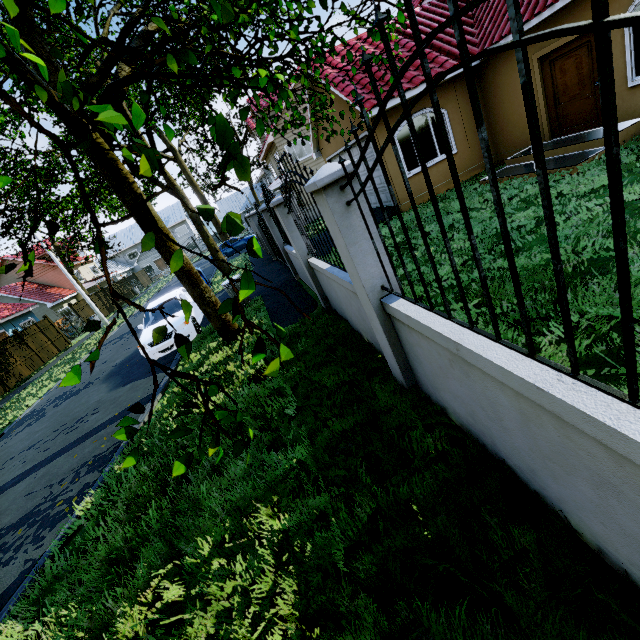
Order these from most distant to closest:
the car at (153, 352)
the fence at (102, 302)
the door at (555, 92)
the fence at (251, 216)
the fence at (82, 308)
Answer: the fence at (102, 302) < the fence at (82, 308) < the fence at (251, 216) < the car at (153, 352) < the door at (555, 92)

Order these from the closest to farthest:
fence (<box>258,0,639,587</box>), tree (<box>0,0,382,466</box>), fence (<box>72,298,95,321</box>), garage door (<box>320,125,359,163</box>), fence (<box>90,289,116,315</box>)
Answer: fence (<box>258,0,639,587</box>), tree (<box>0,0,382,466</box>), garage door (<box>320,125,359,163</box>), fence (<box>72,298,95,321</box>), fence (<box>90,289,116,315</box>)

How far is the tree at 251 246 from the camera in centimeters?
107cm

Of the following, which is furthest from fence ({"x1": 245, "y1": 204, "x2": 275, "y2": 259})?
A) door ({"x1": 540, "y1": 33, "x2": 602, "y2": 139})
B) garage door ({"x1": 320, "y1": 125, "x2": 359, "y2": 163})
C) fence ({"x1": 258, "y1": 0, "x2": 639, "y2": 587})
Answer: door ({"x1": 540, "y1": 33, "x2": 602, "y2": 139})

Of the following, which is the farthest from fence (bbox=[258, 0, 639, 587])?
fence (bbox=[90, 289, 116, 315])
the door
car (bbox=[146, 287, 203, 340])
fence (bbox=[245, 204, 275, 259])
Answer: fence (bbox=[90, 289, 116, 315])

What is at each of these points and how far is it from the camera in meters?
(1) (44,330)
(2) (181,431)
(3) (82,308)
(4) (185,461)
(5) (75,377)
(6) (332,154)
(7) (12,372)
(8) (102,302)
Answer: (1) fence, 22.0 m
(2) tree, 1.9 m
(3) fence, 27.4 m
(4) tree, 1.8 m
(5) tree, 1.7 m
(6) garage door, 14.1 m
(7) fence, 18.0 m
(8) fence, 31.0 m

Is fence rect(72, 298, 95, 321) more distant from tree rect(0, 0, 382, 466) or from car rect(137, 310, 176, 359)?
car rect(137, 310, 176, 359)
